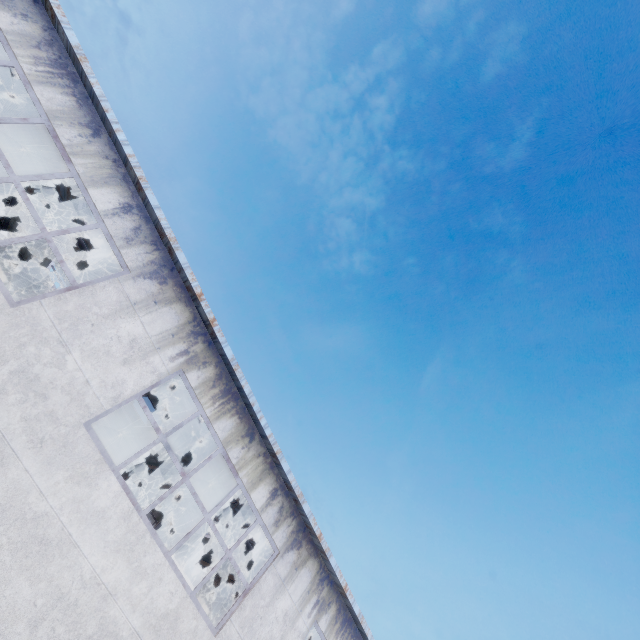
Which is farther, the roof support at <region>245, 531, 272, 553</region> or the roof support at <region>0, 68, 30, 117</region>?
the roof support at <region>245, 531, 272, 553</region>

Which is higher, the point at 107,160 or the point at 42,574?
the point at 107,160

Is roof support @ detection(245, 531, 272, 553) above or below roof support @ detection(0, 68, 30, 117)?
below

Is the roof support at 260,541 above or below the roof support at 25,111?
below

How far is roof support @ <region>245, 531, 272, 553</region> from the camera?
10.2m

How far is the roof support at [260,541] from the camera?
10.2m
